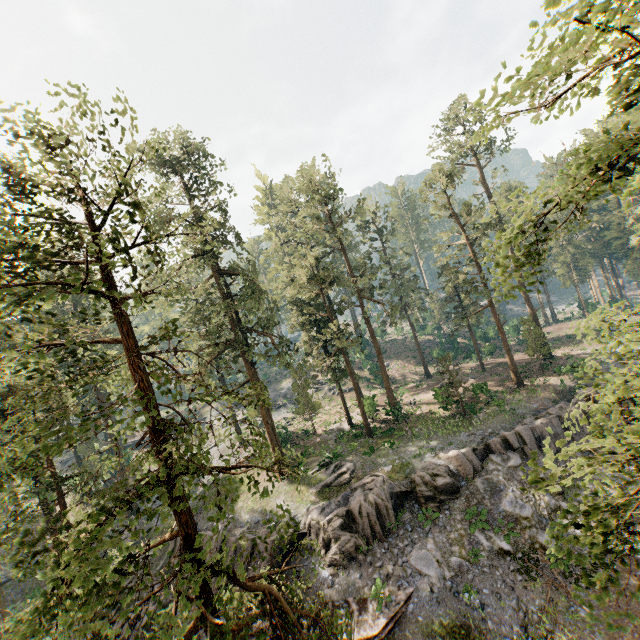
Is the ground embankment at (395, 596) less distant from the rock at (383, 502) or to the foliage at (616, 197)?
the rock at (383, 502)

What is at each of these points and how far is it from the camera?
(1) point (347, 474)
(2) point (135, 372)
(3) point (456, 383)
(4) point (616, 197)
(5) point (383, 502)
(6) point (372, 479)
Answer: (1) foliage, 25.08m
(2) foliage, 8.85m
(3) foliage, 28.69m
(4) foliage, 50.38m
(5) rock, 20.12m
(6) foliage, 23.53m

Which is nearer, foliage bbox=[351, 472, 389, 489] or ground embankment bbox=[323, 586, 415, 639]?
ground embankment bbox=[323, 586, 415, 639]

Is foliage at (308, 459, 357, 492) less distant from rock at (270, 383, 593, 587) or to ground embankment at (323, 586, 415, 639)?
rock at (270, 383, 593, 587)

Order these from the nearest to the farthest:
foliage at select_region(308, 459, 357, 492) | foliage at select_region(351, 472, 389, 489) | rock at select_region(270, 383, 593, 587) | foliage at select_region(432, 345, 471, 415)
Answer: rock at select_region(270, 383, 593, 587), foliage at select_region(351, 472, 389, 489), foliage at select_region(308, 459, 357, 492), foliage at select_region(432, 345, 471, 415)

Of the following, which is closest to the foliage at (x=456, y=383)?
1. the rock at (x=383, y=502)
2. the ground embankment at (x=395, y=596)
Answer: the rock at (x=383, y=502)

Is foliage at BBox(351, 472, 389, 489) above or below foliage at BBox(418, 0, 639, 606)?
below

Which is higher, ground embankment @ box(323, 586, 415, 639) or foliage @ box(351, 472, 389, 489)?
foliage @ box(351, 472, 389, 489)
